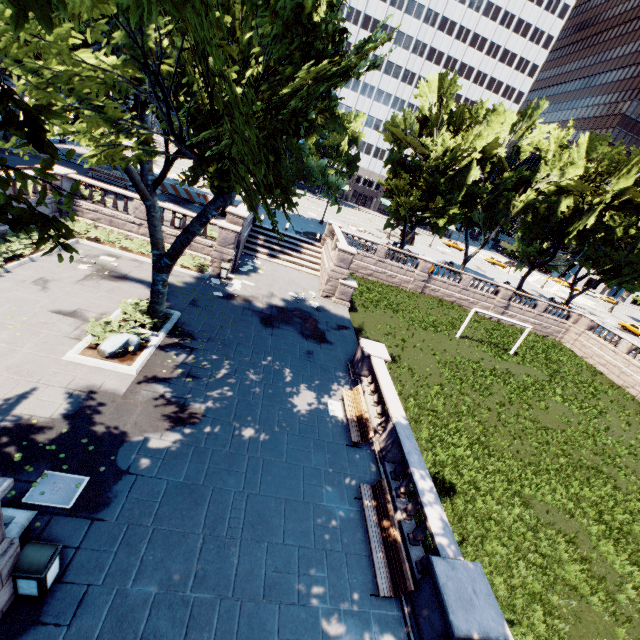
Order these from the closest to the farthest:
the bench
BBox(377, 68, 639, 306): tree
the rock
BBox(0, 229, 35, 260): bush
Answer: the bench < the rock < BBox(0, 229, 35, 260): bush < BBox(377, 68, 639, 306): tree

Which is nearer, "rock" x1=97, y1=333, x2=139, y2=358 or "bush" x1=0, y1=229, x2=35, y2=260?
"rock" x1=97, y1=333, x2=139, y2=358

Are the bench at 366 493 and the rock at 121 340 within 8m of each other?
no

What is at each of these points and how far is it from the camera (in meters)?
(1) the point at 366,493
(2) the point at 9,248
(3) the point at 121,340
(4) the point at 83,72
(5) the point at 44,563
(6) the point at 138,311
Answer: (1) bench, 10.04
(2) bush, 15.38
(3) rock, 12.06
(4) tree, 6.27
(5) garbage can, 5.82
(6) bush, 14.59

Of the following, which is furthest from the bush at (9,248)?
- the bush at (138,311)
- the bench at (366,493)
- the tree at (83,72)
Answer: the bench at (366,493)

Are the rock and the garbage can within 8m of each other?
yes

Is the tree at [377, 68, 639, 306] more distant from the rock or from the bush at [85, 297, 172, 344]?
the rock

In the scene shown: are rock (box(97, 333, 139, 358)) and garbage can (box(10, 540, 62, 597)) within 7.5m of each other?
yes
